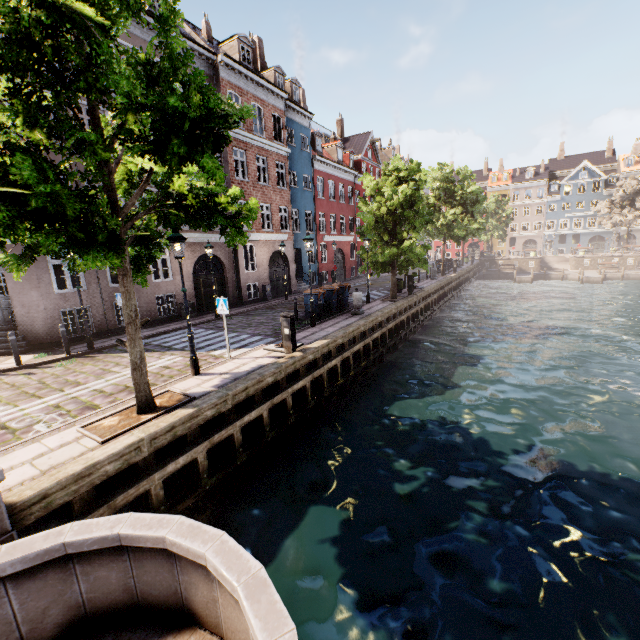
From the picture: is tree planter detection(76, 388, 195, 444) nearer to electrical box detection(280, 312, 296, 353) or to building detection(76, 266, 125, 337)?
electrical box detection(280, 312, 296, 353)

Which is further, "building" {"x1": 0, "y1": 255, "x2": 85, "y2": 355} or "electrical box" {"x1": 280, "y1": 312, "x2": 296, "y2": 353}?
"building" {"x1": 0, "y1": 255, "x2": 85, "y2": 355}

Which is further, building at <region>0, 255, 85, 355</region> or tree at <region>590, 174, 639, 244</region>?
→ tree at <region>590, 174, 639, 244</region>

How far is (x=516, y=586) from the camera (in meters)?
5.29

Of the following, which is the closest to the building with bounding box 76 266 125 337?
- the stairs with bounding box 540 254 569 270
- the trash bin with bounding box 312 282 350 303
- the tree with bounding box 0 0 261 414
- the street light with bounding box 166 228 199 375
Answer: the street light with bounding box 166 228 199 375

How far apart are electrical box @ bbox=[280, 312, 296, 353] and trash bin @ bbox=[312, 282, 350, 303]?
6.3m

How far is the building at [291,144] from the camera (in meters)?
18.56

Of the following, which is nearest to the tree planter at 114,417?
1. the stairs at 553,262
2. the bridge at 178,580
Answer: the bridge at 178,580
